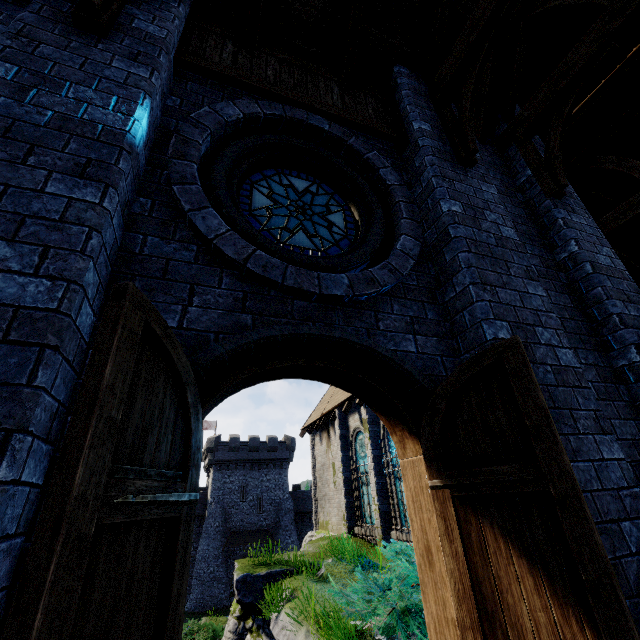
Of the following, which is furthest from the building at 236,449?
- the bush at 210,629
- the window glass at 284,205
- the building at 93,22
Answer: the window glass at 284,205

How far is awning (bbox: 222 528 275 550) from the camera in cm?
3659

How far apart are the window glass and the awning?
43.1 meters

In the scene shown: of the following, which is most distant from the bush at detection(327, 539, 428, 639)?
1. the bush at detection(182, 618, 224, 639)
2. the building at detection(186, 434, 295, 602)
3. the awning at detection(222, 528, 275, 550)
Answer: the building at detection(186, 434, 295, 602)

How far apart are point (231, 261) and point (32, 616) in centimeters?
201cm

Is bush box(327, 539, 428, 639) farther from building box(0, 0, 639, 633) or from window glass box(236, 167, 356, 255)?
window glass box(236, 167, 356, 255)

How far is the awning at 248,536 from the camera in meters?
36.6 m

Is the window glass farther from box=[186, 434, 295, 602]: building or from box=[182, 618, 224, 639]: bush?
box=[186, 434, 295, 602]: building
